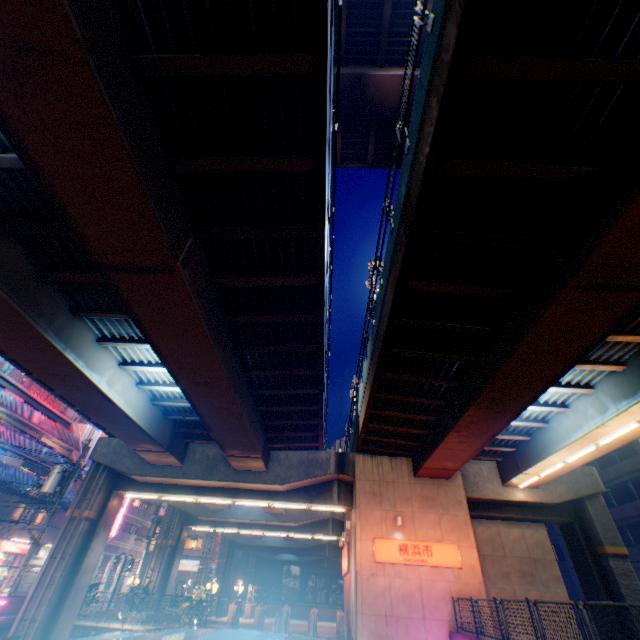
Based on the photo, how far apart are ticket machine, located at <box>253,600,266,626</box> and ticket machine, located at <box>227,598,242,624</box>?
1.2m

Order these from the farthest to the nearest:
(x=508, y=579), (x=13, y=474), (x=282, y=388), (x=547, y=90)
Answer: (x=13, y=474), (x=508, y=579), (x=282, y=388), (x=547, y=90)

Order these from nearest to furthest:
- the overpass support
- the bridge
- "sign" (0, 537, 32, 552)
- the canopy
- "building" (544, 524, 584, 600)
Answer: the overpass support → the canopy → the bridge → "sign" (0, 537, 32, 552) → "building" (544, 524, 584, 600)

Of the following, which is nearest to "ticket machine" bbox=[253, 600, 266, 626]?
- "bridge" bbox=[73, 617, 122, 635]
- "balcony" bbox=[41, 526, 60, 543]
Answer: "bridge" bbox=[73, 617, 122, 635]

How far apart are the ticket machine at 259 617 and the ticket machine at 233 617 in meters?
1.2

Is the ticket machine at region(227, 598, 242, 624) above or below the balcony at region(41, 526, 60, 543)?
below

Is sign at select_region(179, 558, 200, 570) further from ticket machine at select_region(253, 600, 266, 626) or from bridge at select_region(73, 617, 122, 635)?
ticket machine at select_region(253, 600, 266, 626)

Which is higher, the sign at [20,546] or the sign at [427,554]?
the sign at [427,554]
